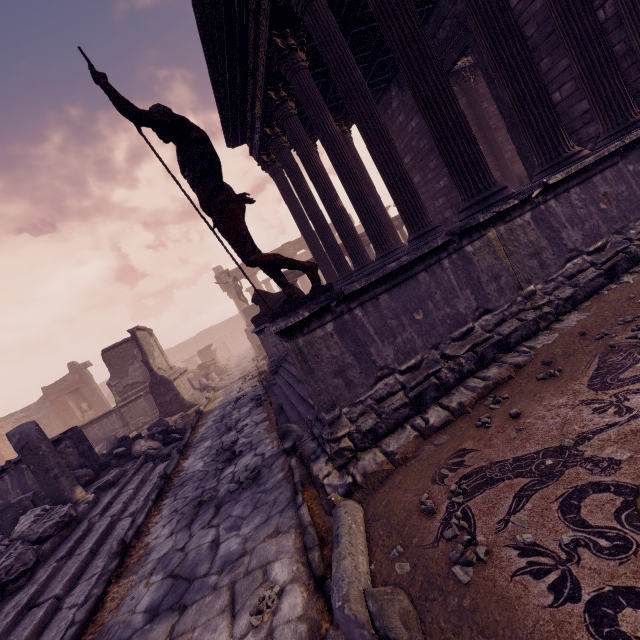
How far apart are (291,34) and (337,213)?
3.6m

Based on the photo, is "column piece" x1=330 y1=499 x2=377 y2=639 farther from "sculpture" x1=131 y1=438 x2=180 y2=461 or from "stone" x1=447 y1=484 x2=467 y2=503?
"sculpture" x1=131 y1=438 x2=180 y2=461

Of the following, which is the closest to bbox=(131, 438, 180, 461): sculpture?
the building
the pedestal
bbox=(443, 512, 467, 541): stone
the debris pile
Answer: the debris pile

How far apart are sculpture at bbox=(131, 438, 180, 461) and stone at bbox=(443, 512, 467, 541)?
7.38m

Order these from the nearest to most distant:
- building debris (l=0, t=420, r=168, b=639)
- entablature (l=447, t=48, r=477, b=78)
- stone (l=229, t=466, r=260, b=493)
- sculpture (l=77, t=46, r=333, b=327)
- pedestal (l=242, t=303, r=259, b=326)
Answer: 1. sculpture (l=77, t=46, r=333, b=327)
2. building debris (l=0, t=420, r=168, b=639)
3. stone (l=229, t=466, r=260, b=493)
4. entablature (l=447, t=48, r=477, b=78)
5. pedestal (l=242, t=303, r=259, b=326)

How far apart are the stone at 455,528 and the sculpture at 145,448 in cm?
738

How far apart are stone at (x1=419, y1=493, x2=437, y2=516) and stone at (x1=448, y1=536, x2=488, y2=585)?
0.20m

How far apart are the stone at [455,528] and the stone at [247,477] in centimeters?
302cm
